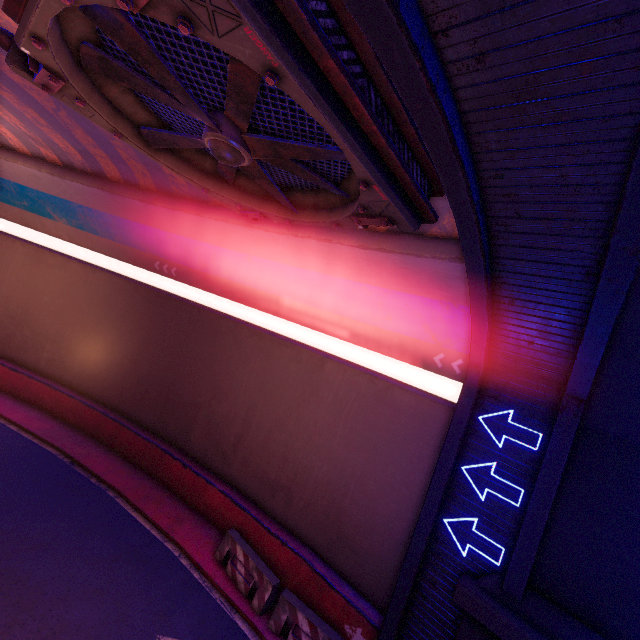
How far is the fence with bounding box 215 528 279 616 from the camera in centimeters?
946cm

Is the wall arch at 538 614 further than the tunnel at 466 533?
No

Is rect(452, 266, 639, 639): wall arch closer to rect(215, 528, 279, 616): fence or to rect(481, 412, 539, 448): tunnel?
rect(481, 412, 539, 448): tunnel

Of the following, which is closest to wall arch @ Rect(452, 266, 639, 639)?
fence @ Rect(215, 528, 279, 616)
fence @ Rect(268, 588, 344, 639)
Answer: fence @ Rect(268, 588, 344, 639)

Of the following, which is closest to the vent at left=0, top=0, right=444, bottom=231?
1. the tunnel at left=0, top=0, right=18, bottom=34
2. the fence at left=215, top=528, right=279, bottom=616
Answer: the tunnel at left=0, top=0, right=18, bottom=34

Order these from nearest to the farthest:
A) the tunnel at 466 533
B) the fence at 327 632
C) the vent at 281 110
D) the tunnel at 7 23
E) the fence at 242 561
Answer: the vent at 281 110, the tunnel at 7 23, the tunnel at 466 533, the fence at 327 632, the fence at 242 561

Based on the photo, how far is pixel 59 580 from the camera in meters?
8.5
